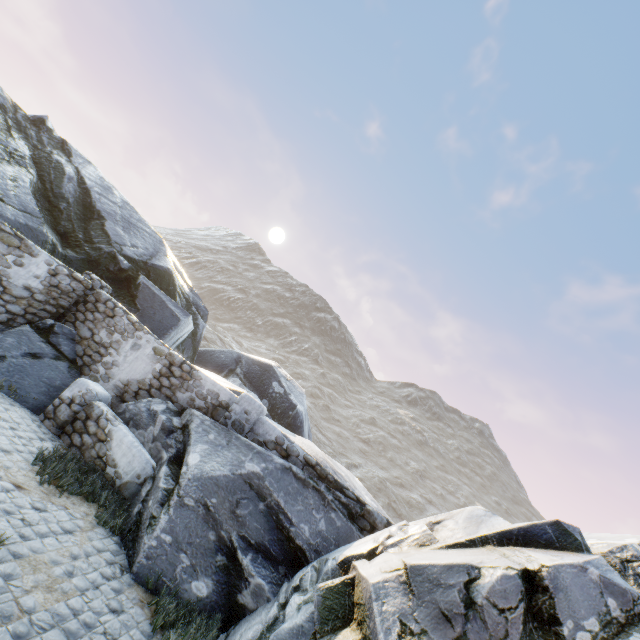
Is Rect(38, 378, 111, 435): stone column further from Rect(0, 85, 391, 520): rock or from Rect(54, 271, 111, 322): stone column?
Rect(54, 271, 111, 322): stone column

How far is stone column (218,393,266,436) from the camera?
7.9 meters

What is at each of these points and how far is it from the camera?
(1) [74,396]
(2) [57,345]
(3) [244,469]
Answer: (1) stone column, 7.5m
(2) rock, 8.7m
(3) rock, 6.3m

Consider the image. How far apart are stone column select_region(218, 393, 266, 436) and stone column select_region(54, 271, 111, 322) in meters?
5.6 m

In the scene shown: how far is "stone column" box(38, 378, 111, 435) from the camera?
7.29m

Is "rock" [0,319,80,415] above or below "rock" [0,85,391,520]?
below

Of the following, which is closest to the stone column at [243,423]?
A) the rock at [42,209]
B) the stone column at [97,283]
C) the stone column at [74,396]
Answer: the rock at [42,209]

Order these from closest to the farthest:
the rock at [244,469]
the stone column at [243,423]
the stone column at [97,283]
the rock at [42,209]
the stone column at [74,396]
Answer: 1. the rock at [244,469]
2. the stone column at [74,396]
3. the stone column at [243,423]
4. the stone column at [97,283]
5. the rock at [42,209]
